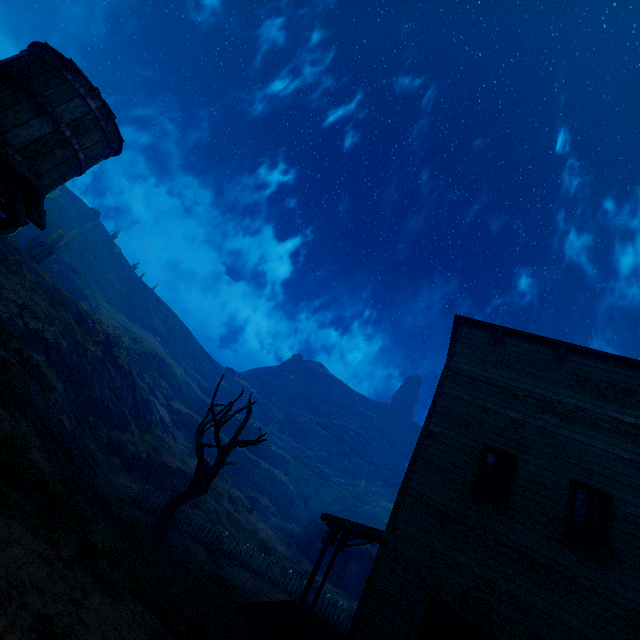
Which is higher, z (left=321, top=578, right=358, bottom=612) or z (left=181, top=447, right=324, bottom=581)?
z (left=181, top=447, right=324, bottom=581)

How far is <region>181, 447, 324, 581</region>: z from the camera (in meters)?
22.39

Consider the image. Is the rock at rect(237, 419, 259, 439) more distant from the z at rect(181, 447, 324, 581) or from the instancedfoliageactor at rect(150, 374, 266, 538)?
the instancedfoliageactor at rect(150, 374, 266, 538)

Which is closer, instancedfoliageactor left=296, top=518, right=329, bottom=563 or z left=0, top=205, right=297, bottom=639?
z left=0, top=205, right=297, bottom=639

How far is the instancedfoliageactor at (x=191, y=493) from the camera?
12.5m

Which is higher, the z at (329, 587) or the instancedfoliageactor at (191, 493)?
the instancedfoliageactor at (191, 493)

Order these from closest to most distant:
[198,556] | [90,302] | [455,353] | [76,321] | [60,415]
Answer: [455,353], [60,415], [198,556], [76,321], [90,302]

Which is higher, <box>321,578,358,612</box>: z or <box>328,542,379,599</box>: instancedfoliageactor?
<box>328,542,379,599</box>: instancedfoliageactor
